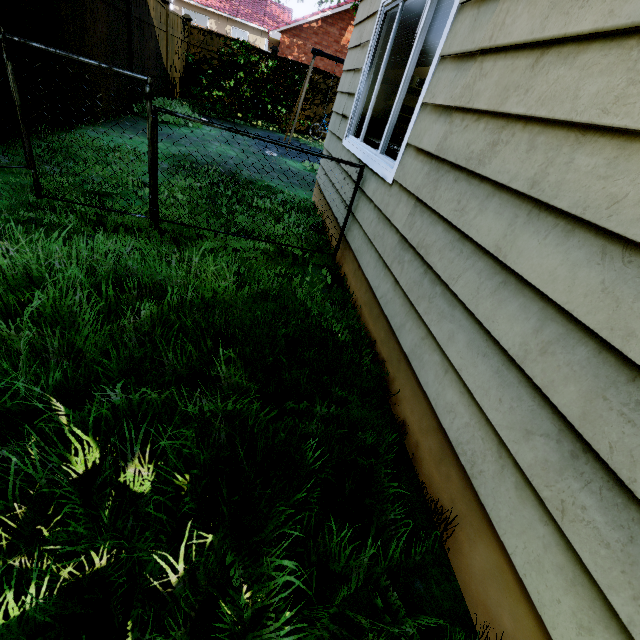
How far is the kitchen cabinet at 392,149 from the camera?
3.10m

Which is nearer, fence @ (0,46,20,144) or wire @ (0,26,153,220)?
wire @ (0,26,153,220)

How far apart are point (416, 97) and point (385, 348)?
4.6 meters

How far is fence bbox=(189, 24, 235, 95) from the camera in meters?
11.3

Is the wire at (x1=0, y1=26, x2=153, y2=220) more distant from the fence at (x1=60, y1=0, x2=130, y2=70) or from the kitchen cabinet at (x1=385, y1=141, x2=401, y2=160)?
the kitchen cabinet at (x1=385, y1=141, x2=401, y2=160)

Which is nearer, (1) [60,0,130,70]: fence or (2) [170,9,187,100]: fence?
(1) [60,0,130,70]: fence

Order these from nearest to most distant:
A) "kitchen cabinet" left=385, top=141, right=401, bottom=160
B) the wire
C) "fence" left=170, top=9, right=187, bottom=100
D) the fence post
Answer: the wire → "kitchen cabinet" left=385, top=141, right=401, bottom=160 → the fence post → "fence" left=170, top=9, right=187, bottom=100

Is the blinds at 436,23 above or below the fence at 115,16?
above
